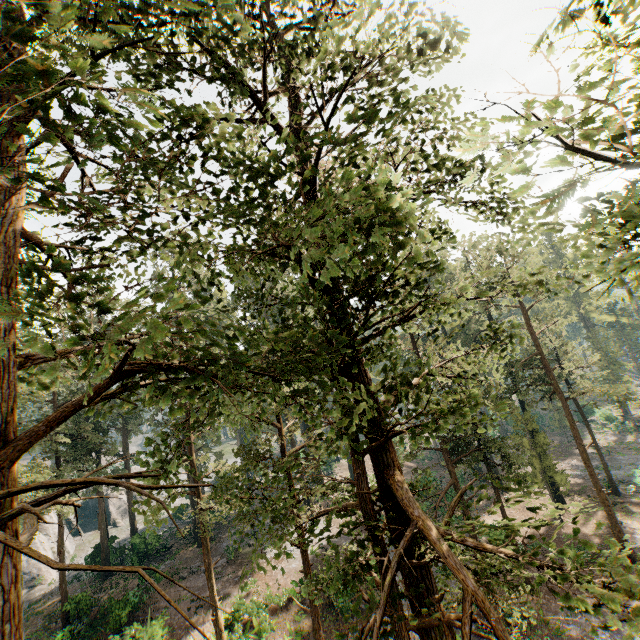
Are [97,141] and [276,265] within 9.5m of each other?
yes

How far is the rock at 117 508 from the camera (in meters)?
46.81

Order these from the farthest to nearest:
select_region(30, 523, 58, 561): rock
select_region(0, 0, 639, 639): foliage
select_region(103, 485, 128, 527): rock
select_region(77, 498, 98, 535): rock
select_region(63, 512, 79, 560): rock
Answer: select_region(77, 498, 98, 535): rock → select_region(103, 485, 128, 527): rock → select_region(63, 512, 79, 560): rock → select_region(30, 523, 58, 561): rock → select_region(0, 0, 639, 639): foliage

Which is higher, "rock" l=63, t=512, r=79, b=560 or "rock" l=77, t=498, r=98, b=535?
"rock" l=77, t=498, r=98, b=535

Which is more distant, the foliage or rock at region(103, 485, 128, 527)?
rock at region(103, 485, 128, 527)

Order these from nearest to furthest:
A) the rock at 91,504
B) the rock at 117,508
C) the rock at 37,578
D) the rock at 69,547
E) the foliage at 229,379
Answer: the foliage at 229,379
the rock at 37,578
the rock at 69,547
the rock at 117,508
the rock at 91,504

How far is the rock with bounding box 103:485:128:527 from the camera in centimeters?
4681cm
